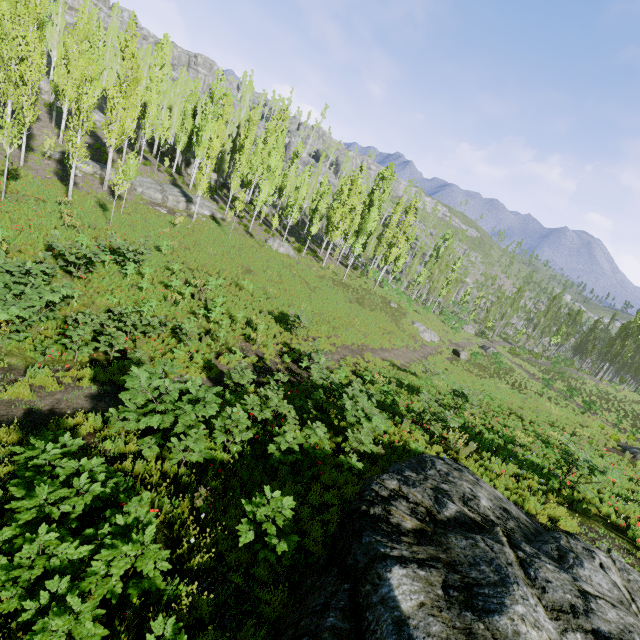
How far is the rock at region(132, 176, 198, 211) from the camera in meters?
28.9 m

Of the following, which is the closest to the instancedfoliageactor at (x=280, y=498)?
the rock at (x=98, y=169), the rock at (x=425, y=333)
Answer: the rock at (x=98, y=169)

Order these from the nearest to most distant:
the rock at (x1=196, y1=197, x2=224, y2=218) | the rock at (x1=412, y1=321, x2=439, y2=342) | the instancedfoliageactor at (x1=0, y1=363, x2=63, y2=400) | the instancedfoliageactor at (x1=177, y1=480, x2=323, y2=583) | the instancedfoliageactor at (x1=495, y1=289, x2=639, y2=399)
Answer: the instancedfoliageactor at (x1=177, y1=480, x2=323, y2=583) < the instancedfoliageactor at (x1=0, y1=363, x2=63, y2=400) < the rock at (x1=196, y1=197, x2=224, y2=218) < the rock at (x1=412, y1=321, x2=439, y2=342) < the instancedfoliageactor at (x1=495, y1=289, x2=639, y2=399)

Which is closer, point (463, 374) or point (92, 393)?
point (92, 393)

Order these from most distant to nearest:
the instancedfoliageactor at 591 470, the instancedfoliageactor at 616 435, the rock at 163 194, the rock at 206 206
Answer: the rock at 206 206 < the rock at 163 194 < the instancedfoliageactor at 616 435 < the instancedfoliageactor at 591 470

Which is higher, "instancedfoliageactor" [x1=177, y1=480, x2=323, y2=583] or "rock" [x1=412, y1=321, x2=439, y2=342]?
"instancedfoliageactor" [x1=177, y1=480, x2=323, y2=583]

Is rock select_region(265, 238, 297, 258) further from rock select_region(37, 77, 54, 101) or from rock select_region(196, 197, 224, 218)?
rock select_region(37, 77, 54, 101)

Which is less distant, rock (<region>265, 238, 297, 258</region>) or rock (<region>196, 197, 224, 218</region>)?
rock (<region>196, 197, 224, 218</region>)
